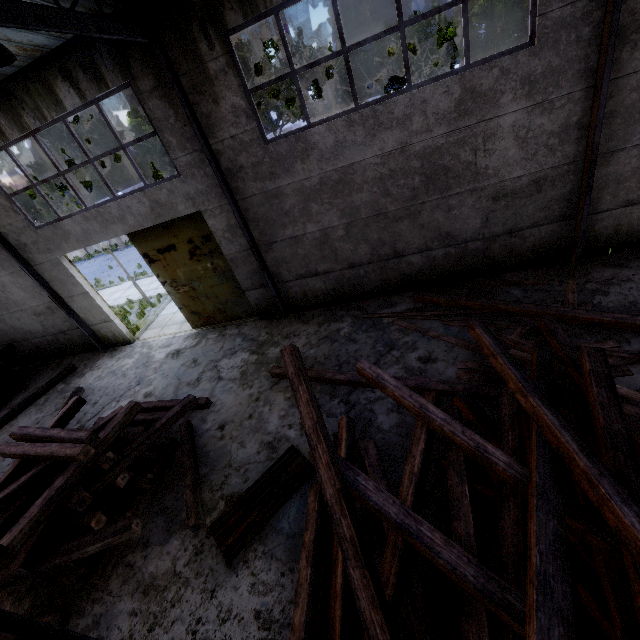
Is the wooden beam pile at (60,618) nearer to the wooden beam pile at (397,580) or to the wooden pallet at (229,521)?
the wooden pallet at (229,521)

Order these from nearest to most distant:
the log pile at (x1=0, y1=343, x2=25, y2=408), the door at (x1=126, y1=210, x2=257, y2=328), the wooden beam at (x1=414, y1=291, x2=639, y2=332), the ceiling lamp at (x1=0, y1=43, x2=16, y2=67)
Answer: the ceiling lamp at (x1=0, y1=43, x2=16, y2=67) → the wooden beam at (x1=414, y1=291, x2=639, y2=332) → the door at (x1=126, y1=210, x2=257, y2=328) → the log pile at (x1=0, y1=343, x2=25, y2=408)

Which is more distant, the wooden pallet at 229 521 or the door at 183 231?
A: the door at 183 231

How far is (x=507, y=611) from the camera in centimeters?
294cm

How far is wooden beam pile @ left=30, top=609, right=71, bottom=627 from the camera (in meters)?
5.12

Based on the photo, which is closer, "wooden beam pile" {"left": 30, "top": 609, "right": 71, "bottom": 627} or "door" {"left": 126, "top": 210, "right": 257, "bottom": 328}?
"wooden beam pile" {"left": 30, "top": 609, "right": 71, "bottom": 627}

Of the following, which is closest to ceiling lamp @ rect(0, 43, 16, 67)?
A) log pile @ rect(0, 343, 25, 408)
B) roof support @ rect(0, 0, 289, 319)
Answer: roof support @ rect(0, 0, 289, 319)

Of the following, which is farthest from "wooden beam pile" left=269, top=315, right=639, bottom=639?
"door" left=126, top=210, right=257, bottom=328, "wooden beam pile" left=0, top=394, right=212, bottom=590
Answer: "door" left=126, top=210, right=257, bottom=328
